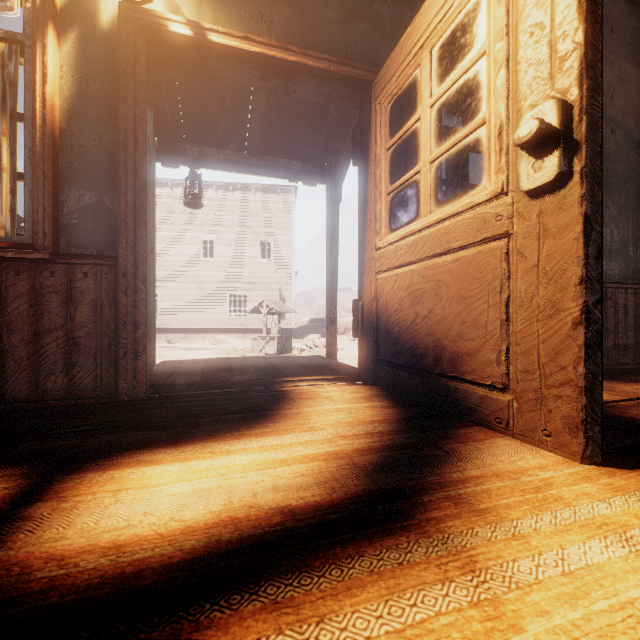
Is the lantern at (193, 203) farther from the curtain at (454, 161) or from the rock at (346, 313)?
the rock at (346, 313)

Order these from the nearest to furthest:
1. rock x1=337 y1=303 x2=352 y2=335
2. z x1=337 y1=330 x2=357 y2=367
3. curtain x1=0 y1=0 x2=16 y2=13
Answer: curtain x1=0 y1=0 x2=16 y2=13
z x1=337 y1=330 x2=357 y2=367
rock x1=337 y1=303 x2=352 y2=335

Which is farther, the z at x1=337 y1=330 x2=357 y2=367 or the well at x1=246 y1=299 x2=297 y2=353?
the well at x1=246 y1=299 x2=297 y2=353

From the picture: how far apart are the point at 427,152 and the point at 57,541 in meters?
2.1 m

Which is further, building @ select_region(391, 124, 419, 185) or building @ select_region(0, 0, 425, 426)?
building @ select_region(391, 124, 419, 185)

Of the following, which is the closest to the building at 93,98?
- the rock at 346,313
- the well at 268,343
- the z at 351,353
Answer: the z at 351,353

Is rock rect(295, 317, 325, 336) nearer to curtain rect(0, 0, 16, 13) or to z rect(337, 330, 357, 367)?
z rect(337, 330, 357, 367)

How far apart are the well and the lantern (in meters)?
9.34
